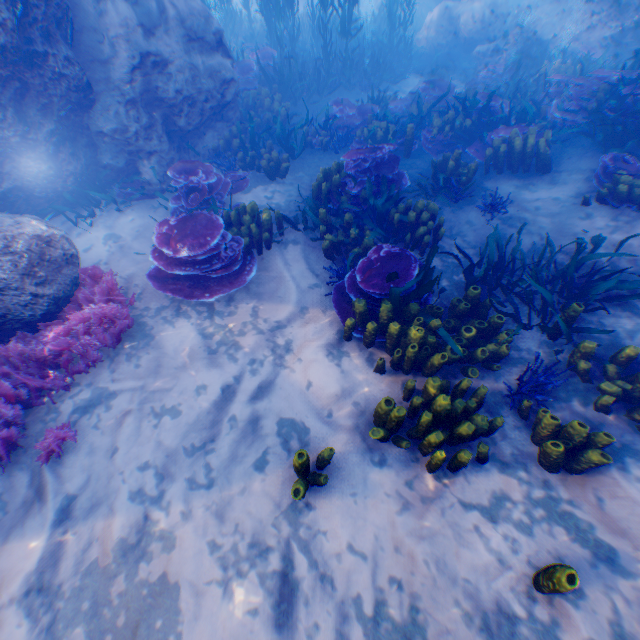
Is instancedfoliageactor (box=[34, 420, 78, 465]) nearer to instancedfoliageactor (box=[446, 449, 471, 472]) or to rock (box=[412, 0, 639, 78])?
rock (box=[412, 0, 639, 78])

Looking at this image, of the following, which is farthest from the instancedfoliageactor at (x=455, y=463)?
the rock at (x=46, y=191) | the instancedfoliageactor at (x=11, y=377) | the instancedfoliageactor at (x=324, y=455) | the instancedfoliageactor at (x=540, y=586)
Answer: the instancedfoliageactor at (x=11, y=377)

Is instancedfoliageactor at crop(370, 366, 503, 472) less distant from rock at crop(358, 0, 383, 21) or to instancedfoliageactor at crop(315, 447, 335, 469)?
instancedfoliageactor at crop(315, 447, 335, 469)

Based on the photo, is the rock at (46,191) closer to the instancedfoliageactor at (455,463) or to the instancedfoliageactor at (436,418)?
the instancedfoliageactor at (455,463)

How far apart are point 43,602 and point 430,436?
3.8m

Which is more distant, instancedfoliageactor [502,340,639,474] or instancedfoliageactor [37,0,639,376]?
instancedfoliageactor [37,0,639,376]

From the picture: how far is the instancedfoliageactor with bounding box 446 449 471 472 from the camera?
3.0m

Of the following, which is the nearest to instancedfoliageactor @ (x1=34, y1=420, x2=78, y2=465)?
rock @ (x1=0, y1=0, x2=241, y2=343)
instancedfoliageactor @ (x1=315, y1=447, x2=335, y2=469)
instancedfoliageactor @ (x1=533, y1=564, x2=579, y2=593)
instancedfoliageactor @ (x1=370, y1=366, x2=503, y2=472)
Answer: rock @ (x1=0, y1=0, x2=241, y2=343)
